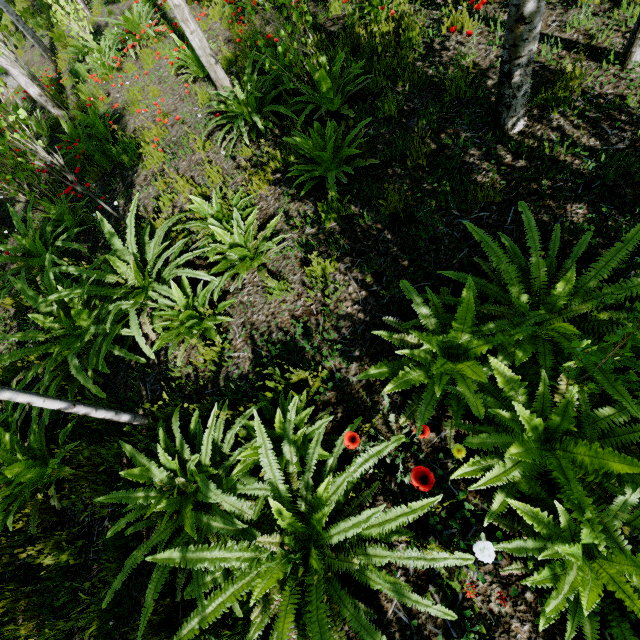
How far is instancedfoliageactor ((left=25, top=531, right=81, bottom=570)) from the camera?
2.70m

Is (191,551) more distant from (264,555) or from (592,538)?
(592,538)

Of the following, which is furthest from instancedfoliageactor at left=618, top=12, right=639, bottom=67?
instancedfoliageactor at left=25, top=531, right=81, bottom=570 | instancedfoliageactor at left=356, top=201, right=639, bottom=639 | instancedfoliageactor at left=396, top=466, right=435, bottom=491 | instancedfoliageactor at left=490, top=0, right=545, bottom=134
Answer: instancedfoliageactor at left=25, top=531, right=81, bottom=570

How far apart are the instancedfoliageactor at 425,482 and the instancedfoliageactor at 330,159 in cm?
223

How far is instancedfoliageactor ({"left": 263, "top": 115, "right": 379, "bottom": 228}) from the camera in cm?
345

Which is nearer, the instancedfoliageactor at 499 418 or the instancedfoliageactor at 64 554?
the instancedfoliageactor at 499 418

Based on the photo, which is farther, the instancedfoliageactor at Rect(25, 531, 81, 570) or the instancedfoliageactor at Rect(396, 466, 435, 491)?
the instancedfoliageactor at Rect(25, 531, 81, 570)

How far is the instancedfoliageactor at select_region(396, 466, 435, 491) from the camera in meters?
1.6
